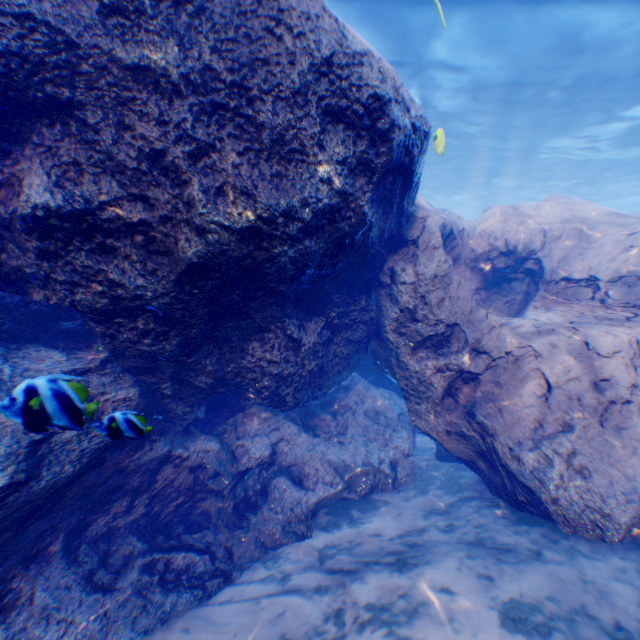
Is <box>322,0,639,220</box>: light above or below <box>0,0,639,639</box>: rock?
Answer: above

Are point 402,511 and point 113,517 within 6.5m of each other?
yes

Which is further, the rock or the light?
the light

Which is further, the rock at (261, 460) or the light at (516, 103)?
the light at (516, 103)

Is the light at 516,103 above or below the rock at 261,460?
above
